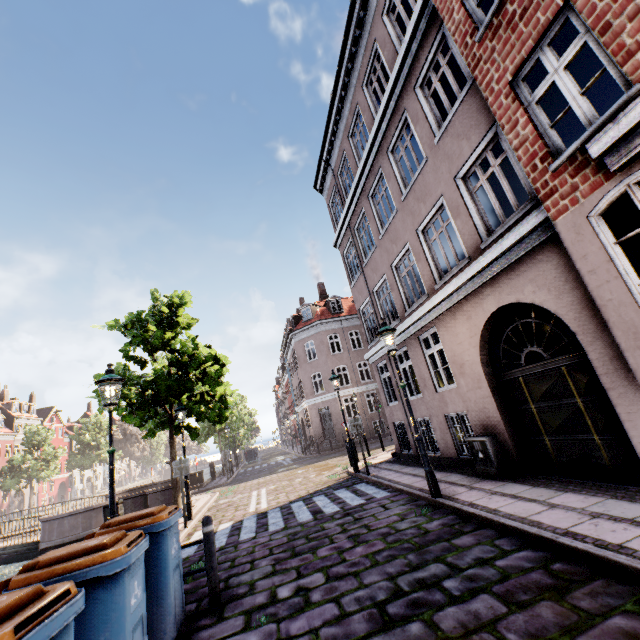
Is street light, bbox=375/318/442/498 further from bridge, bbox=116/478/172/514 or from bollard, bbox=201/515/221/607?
bridge, bbox=116/478/172/514

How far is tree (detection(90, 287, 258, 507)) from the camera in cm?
1172

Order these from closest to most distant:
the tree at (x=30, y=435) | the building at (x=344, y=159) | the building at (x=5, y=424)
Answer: the building at (x=344, y=159)
the tree at (x=30, y=435)
the building at (x=5, y=424)

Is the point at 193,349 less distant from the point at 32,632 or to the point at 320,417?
the point at 32,632

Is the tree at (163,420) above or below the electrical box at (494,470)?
above

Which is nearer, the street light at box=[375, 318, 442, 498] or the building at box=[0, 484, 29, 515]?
the street light at box=[375, 318, 442, 498]

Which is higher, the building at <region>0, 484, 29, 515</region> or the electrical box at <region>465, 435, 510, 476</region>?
the building at <region>0, 484, 29, 515</region>

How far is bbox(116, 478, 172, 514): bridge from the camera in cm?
1454
